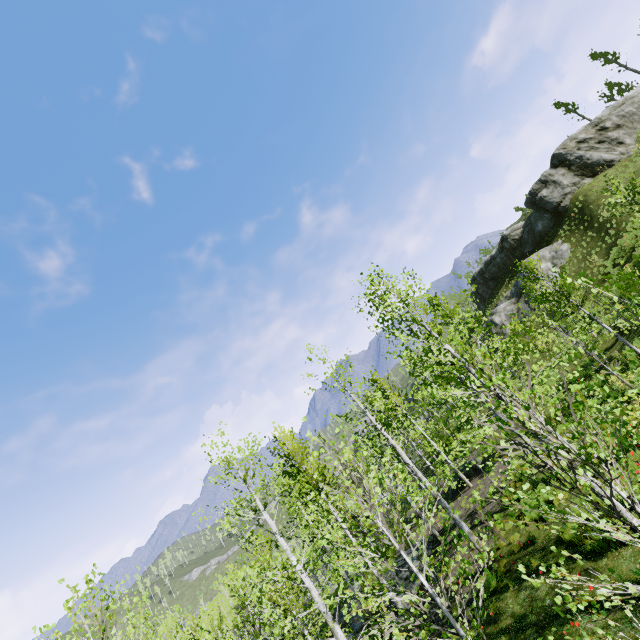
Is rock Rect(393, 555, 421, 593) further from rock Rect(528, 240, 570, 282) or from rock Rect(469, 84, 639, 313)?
rock Rect(469, 84, 639, 313)

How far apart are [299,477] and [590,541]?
10.93m

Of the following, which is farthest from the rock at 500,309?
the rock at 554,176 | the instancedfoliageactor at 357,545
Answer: the instancedfoliageactor at 357,545

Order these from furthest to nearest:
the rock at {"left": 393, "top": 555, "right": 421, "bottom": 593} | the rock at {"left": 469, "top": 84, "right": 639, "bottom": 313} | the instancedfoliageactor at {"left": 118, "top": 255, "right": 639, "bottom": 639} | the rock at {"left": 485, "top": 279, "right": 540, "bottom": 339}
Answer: the rock at {"left": 485, "top": 279, "right": 540, "bottom": 339}
the rock at {"left": 469, "top": 84, "right": 639, "bottom": 313}
the rock at {"left": 393, "top": 555, "right": 421, "bottom": 593}
the instancedfoliageactor at {"left": 118, "top": 255, "right": 639, "bottom": 639}

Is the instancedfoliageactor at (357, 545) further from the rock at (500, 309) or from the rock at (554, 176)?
the rock at (554, 176)

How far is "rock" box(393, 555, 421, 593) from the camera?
17.3m

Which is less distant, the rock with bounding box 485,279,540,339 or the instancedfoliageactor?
the instancedfoliageactor
